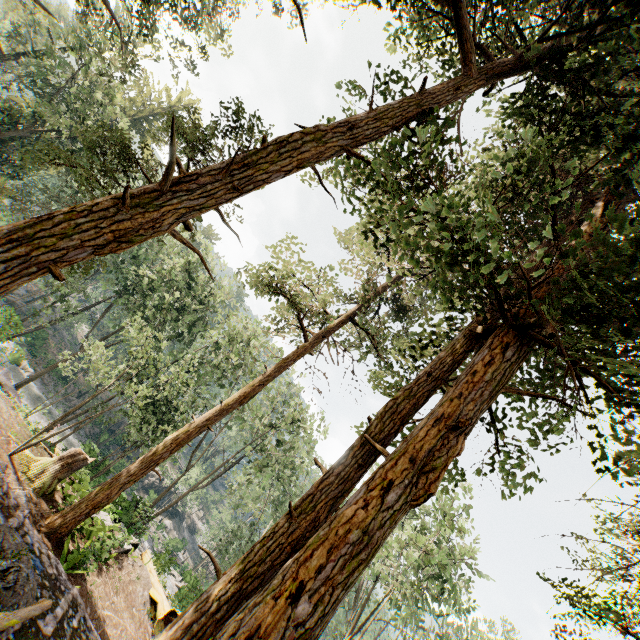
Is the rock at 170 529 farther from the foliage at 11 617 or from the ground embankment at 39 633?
the ground embankment at 39 633

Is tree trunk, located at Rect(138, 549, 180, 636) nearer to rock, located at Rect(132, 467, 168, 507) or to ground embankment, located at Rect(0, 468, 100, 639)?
ground embankment, located at Rect(0, 468, 100, 639)

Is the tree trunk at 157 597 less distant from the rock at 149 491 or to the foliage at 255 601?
the foliage at 255 601

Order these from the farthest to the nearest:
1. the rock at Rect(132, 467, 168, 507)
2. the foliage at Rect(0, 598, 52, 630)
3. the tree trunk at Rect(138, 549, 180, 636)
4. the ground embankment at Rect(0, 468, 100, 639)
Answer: the rock at Rect(132, 467, 168, 507)
the tree trunk at Rect(138, 549, 180, 636)
the ground embankment at Rect(0, 468, 100, 639)
the foliage at Rect(0, 598, 52, 630)

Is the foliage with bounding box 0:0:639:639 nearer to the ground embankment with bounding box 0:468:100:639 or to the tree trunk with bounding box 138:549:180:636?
the ground embankment with bounding box 0:468:100:639

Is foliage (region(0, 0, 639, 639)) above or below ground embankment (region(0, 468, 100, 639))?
above

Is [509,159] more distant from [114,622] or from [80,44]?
[80,44]

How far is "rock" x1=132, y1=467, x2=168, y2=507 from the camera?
43.2m
